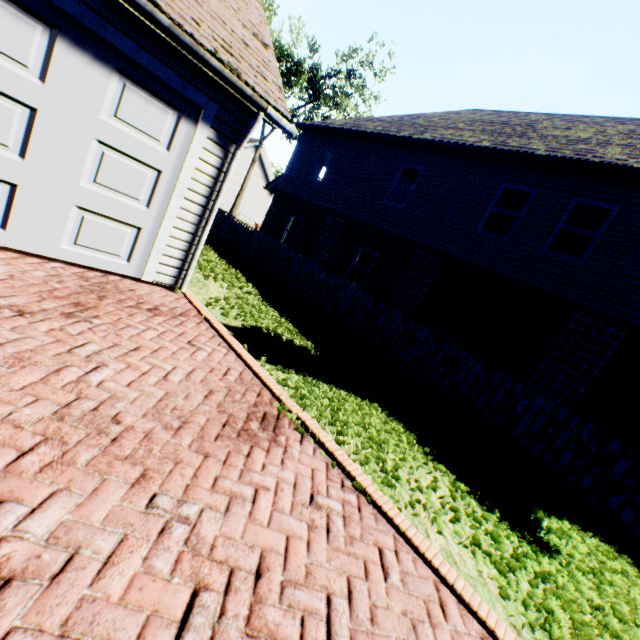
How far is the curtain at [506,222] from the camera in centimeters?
1012cm

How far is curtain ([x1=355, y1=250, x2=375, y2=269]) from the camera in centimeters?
1327cm

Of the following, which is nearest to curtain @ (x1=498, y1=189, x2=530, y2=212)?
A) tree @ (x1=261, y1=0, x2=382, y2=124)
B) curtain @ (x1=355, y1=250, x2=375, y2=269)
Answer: Answer: curtain @ (x1=355, y1=250, x2=375, y2=269)

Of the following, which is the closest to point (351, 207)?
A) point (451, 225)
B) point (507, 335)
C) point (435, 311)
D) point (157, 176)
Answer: point (451, 225)

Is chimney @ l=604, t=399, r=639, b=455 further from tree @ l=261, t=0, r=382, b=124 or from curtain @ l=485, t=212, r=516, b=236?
tree @ l=261, t=0, r=382, b=124

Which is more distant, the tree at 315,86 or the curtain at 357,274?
the tree at 315,86

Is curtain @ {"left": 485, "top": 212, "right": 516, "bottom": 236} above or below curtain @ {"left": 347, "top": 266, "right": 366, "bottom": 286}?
above

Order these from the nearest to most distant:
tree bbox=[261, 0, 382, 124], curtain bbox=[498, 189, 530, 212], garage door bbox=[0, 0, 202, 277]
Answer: garage door bbox=[0, 0, 202, 277], curtain bbox=[498, 189, 530, 212], tree bbox=[261, 0, 382, 124]
